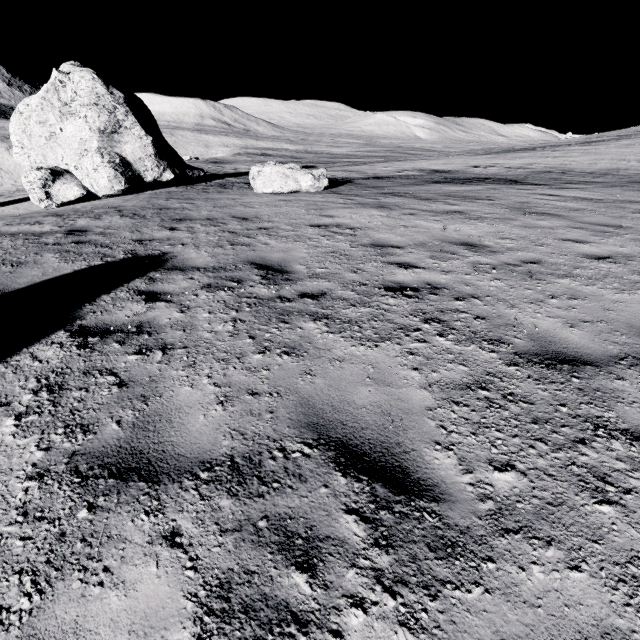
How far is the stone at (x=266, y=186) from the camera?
13.0 meters

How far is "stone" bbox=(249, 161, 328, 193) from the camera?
13.0 meters

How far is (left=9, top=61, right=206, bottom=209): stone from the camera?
14.09m

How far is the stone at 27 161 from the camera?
14.1 meters

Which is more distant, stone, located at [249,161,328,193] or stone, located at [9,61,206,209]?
stone, located at [9,61,206,209]

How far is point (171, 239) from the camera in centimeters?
726cm
